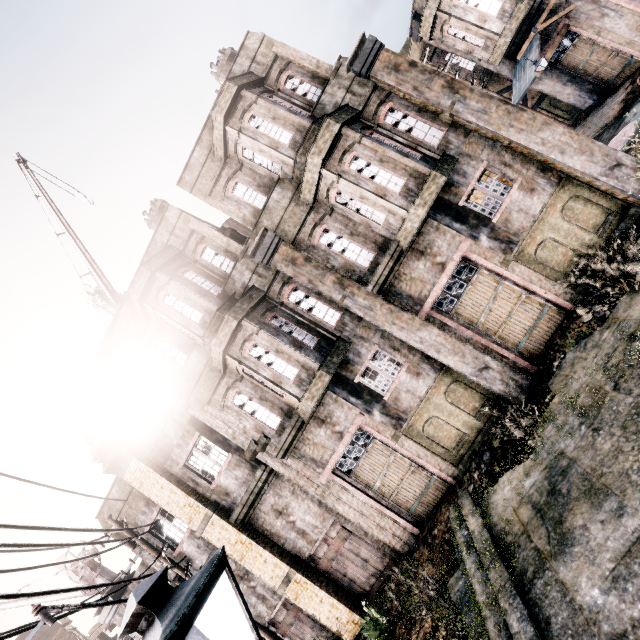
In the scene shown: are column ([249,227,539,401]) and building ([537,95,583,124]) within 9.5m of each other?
no

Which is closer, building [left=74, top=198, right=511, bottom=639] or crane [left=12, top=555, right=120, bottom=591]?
building [left=74, top=198, right=511, bottom=639]

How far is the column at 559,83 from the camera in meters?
17.4

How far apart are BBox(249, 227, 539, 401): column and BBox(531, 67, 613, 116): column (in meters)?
17.62

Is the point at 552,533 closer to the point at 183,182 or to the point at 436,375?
the point at 436,375

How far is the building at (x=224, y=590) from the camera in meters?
12.6

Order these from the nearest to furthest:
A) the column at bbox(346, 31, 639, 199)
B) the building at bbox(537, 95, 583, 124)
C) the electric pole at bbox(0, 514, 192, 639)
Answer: the electric pole at bbox(0, 514, 192, 639), the column at bbox(346, 31, 639, 199), the building at bbox(537, 95, 583, 124)

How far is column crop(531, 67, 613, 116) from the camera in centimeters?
1741cm
